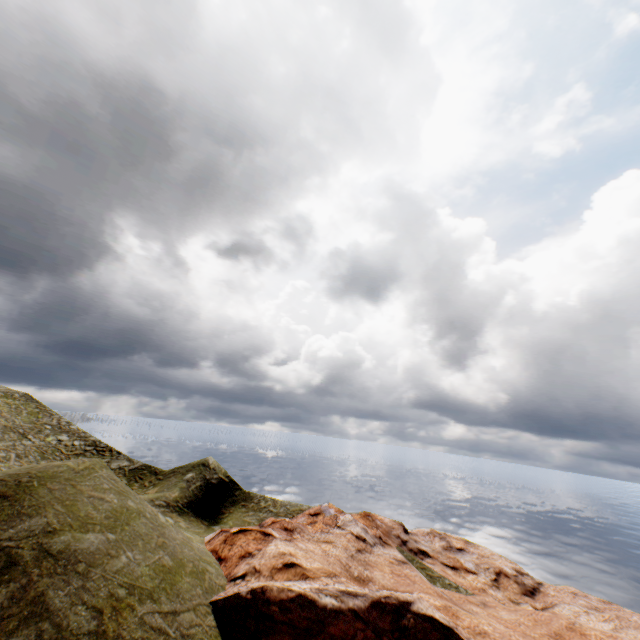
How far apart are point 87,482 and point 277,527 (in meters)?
12.68
